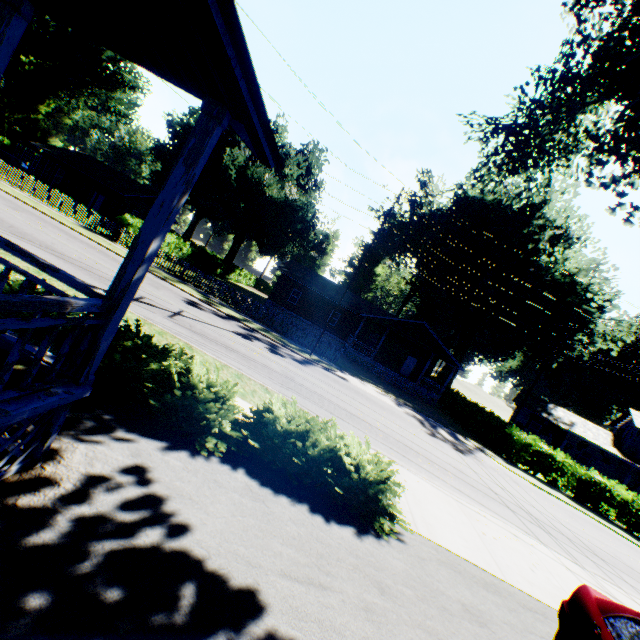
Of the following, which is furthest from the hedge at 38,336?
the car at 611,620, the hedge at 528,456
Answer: the hedge at 528,456

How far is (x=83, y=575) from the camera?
2.9m

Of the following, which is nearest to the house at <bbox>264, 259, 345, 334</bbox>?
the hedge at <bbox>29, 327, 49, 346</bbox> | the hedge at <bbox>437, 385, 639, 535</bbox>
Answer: the hedge at <bbox>437, 385, 639, 535</bbox>

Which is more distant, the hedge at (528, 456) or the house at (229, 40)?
the hedge at (528, 456)

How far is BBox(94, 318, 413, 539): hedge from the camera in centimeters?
552cm

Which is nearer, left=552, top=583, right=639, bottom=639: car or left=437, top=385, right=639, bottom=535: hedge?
left=552, top=583, right=639, bottom=639: car

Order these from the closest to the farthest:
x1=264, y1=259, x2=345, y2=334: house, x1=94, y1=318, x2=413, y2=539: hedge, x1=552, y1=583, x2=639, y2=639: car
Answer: x1=552, y1=583, x2=639, y2=639: car < x1=94, y1=318, x2=413, y2=539: hedge < x1=264, y1=259, x2=345, y2=334: house

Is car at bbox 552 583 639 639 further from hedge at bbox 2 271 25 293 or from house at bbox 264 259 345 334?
house at bbox 264 259 345 334
